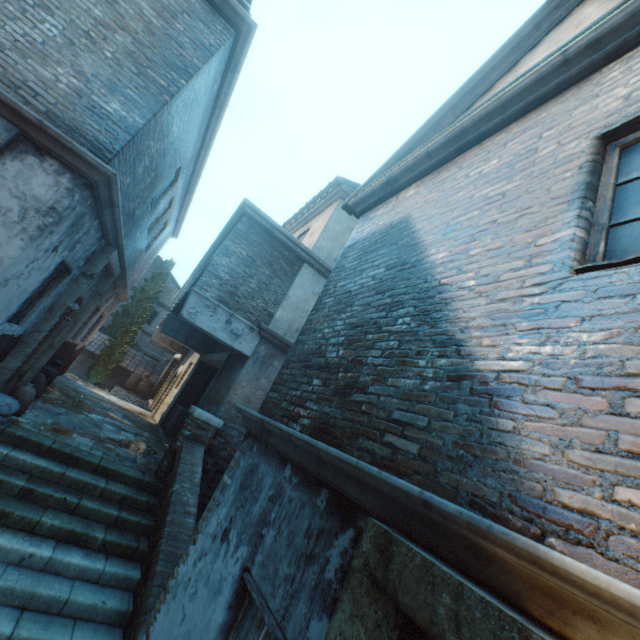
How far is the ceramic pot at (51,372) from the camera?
8.4m

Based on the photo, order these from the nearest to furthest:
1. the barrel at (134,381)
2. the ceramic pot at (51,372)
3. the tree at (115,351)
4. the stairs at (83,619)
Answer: the stairs at (83,619)
the ceramic pot at (51,372)
the tree at (115,351)
the barrel at (134,381)

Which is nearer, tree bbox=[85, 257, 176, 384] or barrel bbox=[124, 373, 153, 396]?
tree bbox=[85, 257, 176, 384]

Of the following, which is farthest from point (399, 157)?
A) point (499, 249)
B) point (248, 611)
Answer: point (248, 611)

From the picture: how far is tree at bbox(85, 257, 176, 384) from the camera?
19.2 meters

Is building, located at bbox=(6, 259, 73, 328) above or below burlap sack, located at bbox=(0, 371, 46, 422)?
above

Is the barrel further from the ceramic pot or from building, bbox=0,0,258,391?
the ceramic pot

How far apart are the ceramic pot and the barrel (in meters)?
12.19
